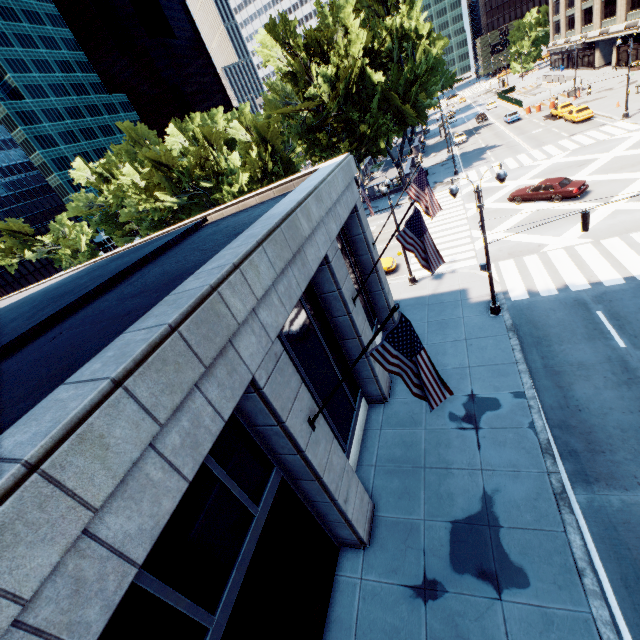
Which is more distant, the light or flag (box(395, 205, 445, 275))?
the light

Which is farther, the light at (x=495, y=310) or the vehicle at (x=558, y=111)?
the vehicle at (x=558, y=111)

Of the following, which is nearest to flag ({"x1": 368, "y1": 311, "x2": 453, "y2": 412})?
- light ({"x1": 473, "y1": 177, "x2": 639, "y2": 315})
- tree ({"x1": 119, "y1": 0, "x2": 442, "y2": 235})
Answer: light ({"x1": 473, "y1": 177, "x2": 639, "y2": 315})

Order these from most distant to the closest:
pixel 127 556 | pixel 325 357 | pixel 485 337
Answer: pixel 485 337 < pixel 325 357 < pixel 127 556

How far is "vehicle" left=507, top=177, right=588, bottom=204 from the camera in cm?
2347

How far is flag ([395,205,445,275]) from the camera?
10.36m

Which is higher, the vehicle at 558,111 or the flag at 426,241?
the flag at 426,241

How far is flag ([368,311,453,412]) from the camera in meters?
5.9
